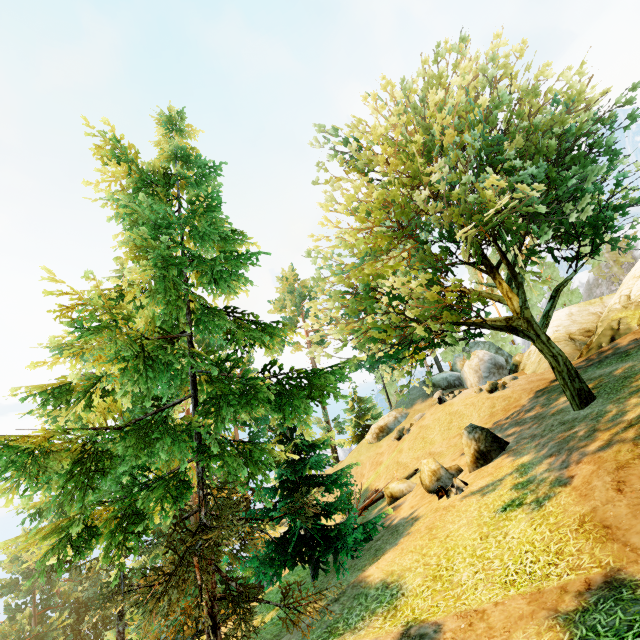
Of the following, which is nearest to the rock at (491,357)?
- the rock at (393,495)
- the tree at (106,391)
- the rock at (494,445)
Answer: the tree at (106,391)

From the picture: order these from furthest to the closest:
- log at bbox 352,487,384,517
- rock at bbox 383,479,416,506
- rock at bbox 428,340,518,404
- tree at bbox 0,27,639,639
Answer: rock at bbox 428,340,518,404 → log at bbox 352,487,384,517 → rock at bbox 383,479,416,506 → tree at bbox 0,27,639,639

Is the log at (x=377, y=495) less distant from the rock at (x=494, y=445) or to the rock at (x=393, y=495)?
the rock at (x=393, y=495)

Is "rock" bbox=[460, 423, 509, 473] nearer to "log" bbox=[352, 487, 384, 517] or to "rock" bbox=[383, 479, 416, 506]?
"rock" bbox=[383, 479, 416, 506]

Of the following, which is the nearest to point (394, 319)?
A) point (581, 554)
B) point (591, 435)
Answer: point (591, 435)

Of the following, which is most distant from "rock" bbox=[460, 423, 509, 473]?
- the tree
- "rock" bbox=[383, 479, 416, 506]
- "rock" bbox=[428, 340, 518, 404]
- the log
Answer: "rock" bbox=[428, 340, 518, 404]

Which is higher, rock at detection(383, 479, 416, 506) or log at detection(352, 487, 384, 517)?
rock at detection(383, 479, 416, 506)

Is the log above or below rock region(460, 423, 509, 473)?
below
